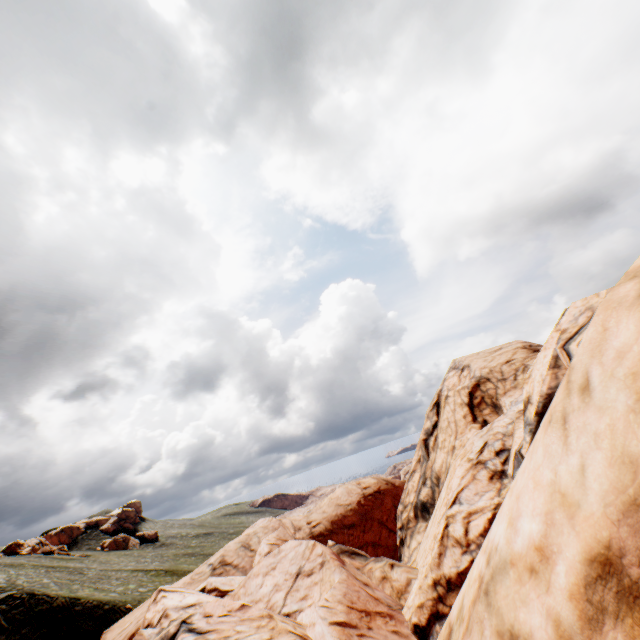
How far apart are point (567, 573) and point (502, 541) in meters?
0.6 m
